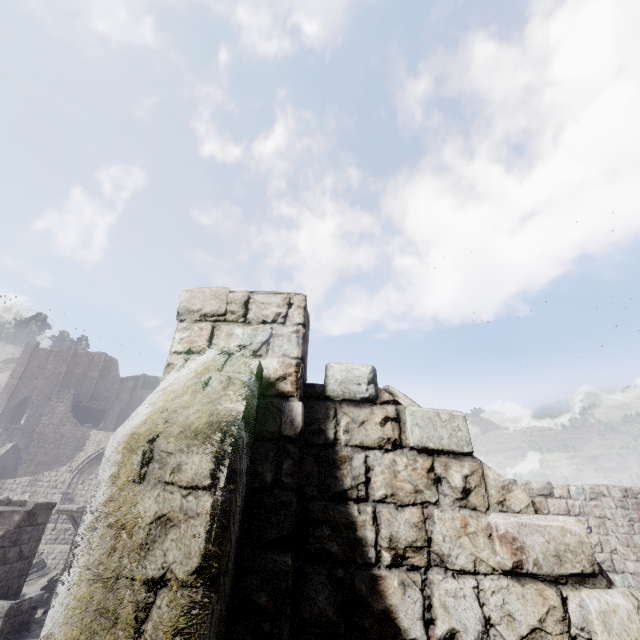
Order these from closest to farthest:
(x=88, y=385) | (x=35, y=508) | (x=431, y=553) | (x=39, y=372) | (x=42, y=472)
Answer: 1. (x=431, y=553)
2. (x=35, y=508)
3. (x=42, y=472)
4. (x=39, y=372)
5. (x=88, y=385)

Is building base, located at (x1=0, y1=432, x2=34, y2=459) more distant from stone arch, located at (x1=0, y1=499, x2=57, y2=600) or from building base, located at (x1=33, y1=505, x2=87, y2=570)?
stone arch, located at (x1=0, y1=499, x2=57, y2=600)

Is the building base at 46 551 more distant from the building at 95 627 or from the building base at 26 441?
the building base at 26 441

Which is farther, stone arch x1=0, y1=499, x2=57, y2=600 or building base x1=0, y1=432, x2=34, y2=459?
building base x1=0, y1=432, x2=34, y2=459

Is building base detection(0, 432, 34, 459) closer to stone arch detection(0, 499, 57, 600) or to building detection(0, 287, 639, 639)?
building detection(0, 287, 639, 639)

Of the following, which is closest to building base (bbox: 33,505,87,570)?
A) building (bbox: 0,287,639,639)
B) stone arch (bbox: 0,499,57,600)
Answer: building (bbox: 0,287,639,639)

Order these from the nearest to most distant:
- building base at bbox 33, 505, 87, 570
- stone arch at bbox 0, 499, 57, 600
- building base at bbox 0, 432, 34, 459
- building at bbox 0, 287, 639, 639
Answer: building at bbox 0, 287, 639, 639, stone arch at bbox 0, 499, 57, 600, building base at bbox 33, 505, 87, 570, building base at bbox 0, 432, 34, 459

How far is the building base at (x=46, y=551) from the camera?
19.7m
